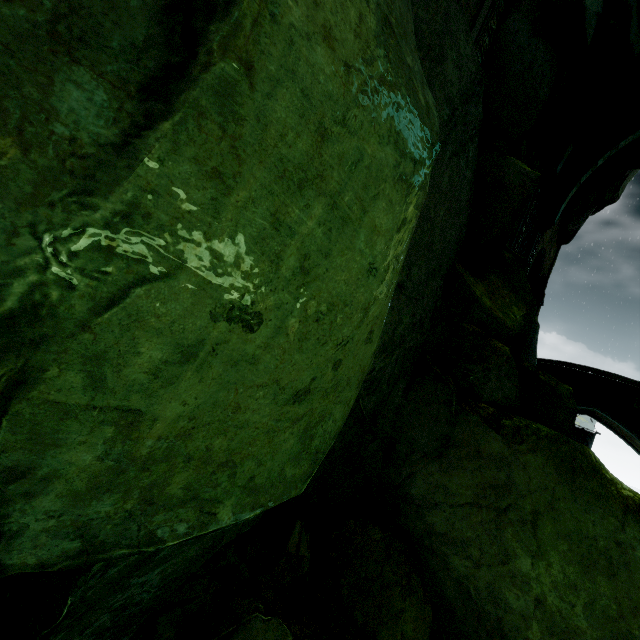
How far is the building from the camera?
16.3m

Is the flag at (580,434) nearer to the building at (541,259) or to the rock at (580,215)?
the building at (541,259)

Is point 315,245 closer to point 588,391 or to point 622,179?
point 588,391

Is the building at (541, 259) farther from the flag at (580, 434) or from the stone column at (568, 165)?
the flag at (580, 434)

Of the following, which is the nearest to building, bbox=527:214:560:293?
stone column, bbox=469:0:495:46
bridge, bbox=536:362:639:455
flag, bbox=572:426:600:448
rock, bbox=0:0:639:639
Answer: rock, bbox=0:0:639:639

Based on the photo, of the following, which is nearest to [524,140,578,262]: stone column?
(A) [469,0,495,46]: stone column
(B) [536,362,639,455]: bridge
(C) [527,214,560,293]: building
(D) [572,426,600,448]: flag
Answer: (C) [527,214,560,293]: building

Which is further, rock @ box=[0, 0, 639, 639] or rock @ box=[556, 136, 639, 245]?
rock @ box=[556, 136, 639, 245]

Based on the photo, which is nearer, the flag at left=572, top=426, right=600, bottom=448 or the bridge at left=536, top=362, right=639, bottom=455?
the bridge at left=536, top=362, right=639, bottom=455
